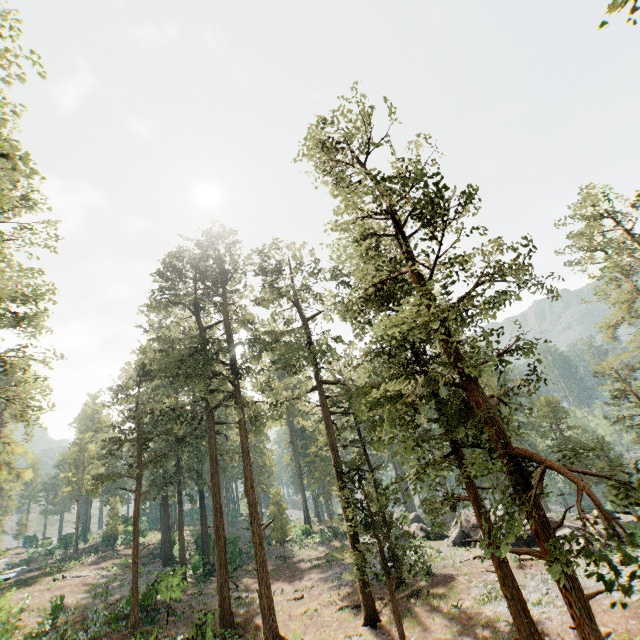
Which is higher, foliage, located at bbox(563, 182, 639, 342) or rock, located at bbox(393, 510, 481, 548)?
foliage, located at bbox(563, 182, 639, 342)

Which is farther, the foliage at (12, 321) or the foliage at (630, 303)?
the foliage at (630, 303)

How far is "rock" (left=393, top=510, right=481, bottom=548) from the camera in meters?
30.2 m

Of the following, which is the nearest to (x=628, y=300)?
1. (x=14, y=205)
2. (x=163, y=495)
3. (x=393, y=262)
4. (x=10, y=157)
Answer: (x=393, y=262)

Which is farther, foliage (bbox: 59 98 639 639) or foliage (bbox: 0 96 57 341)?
foliage (bbox: 0 96 57 341)

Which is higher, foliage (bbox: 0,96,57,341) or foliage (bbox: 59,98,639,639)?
foliage (bbox: 0,96,57,341)

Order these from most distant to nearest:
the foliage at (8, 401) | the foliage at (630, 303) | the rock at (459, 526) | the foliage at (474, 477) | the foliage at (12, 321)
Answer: the rock at (459, 526)
the foliage at (630, 303)
the foliage at (8, 401)
the foliage at (12, 321)
the foliage at (474, 477)

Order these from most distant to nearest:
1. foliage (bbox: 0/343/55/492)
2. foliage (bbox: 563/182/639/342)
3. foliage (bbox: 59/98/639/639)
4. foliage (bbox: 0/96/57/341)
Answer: foliage (bbox: 563/182/639/342)
foliage (bbox: 0/343/55/492)
foliage (bbox: 0/96/57/341)
foliage (bbox: 59/98/639/639)
